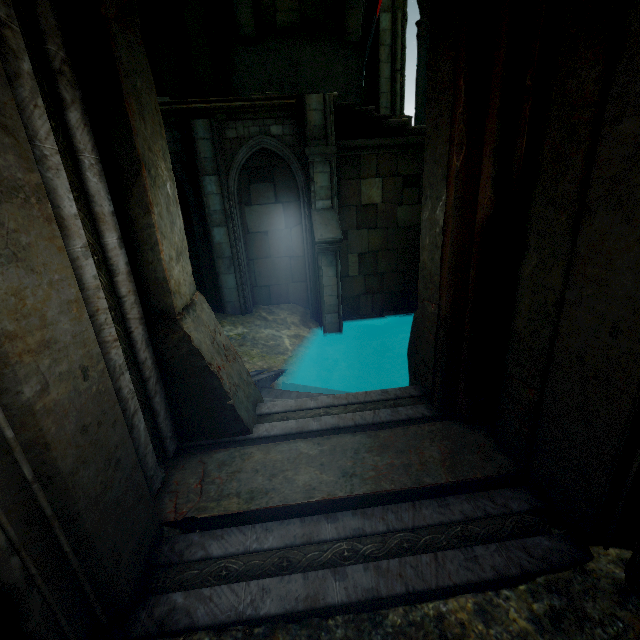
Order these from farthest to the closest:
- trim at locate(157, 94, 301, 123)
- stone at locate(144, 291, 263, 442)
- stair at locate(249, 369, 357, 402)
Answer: trim at locate(157, 94, 301, 123)
stair at locate(249, 369, 357, 402)
stone at locate(144, 291, 263, 442)

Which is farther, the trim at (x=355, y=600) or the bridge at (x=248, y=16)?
the bridge at (x=248, y=16)

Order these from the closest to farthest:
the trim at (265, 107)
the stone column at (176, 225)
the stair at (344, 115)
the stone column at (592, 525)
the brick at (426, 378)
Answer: the stone column at (592, 525), the stone column at (176, 225), the brick at (426, 378), the trim at (265, 107), the stair at (344, 115)

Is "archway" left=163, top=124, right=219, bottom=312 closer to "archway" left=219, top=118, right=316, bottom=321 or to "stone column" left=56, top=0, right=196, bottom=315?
"archway" left=219, top=118, right=316, bottom=321

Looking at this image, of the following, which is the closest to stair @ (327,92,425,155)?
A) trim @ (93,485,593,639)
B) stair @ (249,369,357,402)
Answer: stair @ (249,369,357,402)

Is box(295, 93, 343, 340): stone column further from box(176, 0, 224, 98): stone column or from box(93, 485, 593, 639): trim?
box(93, 485, 593, 639): trim

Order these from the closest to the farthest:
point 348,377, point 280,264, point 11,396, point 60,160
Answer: point 11,396 → point 60,160 → point 348,377 → point 280,264

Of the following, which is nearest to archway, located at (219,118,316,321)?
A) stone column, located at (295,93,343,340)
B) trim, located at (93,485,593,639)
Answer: stone column, located at (295,93,343,340)
